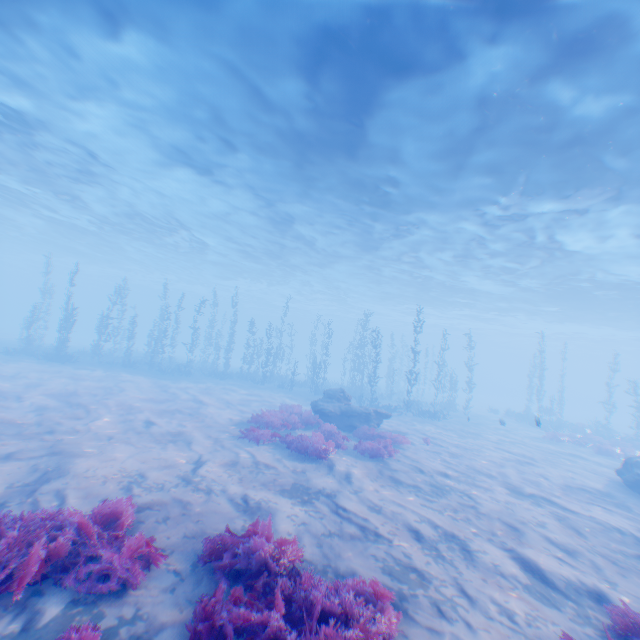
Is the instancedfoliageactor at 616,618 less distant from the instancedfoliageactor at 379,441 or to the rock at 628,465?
the rock at 628,465

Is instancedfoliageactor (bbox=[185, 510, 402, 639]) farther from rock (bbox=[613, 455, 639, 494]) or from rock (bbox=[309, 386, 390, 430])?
rock (bbox=[309, 386, 390, 430])

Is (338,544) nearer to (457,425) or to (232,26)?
(232,26)

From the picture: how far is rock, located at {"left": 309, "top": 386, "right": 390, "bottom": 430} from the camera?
16.1 meters

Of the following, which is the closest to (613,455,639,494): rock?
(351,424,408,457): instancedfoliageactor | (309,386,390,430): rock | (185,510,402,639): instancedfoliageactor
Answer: (185,510,402,639): instancedfoliageactor

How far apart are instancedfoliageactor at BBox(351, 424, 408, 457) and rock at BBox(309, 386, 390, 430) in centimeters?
253cm

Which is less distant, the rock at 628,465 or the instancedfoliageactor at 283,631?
the instancedfoliageactor at 283,631

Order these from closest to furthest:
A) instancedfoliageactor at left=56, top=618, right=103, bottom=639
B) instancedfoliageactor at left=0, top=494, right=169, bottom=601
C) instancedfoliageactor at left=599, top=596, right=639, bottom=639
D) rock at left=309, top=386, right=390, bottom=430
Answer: instancedfoliageactor at left=56, top=618, right=103, bottom=639
instancedfoliageactor at left=0, top=494, right=169, bottom=601
instancedfoliageactor at left=599, top=596, right=639, bottom=639
rock at left=309, top=386, right=390, bottom=430
